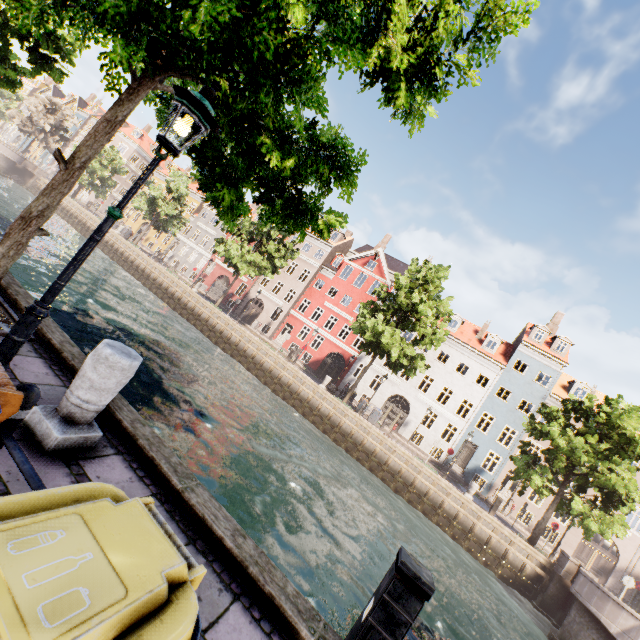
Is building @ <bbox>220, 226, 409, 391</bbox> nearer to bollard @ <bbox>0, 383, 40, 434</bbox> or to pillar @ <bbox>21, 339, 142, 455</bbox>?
pillar @ <bbox>21, 339, 142, 455</bbox>

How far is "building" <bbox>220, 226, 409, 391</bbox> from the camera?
35.5 meters

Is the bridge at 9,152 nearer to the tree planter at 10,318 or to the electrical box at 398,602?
the tree planter at 10,318

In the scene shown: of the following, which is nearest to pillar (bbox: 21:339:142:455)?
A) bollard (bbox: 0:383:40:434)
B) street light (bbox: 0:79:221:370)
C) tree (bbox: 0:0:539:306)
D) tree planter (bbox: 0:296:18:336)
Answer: street light (bbox: 0:79:221:370)

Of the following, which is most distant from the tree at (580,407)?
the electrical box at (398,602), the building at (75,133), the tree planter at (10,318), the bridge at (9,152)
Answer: the building at (75,133)

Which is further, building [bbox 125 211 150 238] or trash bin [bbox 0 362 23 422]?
building [bbox 125 211 150 238]

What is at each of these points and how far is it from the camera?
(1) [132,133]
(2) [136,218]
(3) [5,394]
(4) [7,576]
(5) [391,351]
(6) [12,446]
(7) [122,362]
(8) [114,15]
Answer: (1) building, 57.8m
(2) building, 49.5m
(3) trash bin, 1.6m
(4) trash bin, 0.9m
(5) tree, 21.7m
(6) railing, 2.0m
(7) pillar, 3.2m
(8) tree, 3.4m

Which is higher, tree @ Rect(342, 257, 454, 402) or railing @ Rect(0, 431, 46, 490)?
tree @ Rect(342, 257, 454, 402)
